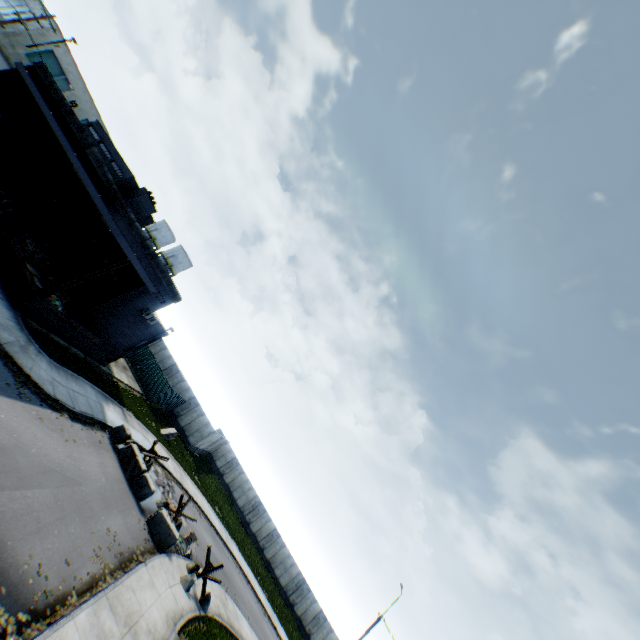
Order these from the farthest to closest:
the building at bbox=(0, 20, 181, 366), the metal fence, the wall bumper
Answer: the metal fence, the building at bbox=(0, 20, 181, 366), the wall bumper

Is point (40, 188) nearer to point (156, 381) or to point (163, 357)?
point (156, 381)

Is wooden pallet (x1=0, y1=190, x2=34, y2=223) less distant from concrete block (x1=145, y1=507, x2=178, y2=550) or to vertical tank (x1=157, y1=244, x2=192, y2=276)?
concrete block (x1=145, y1=507, x2=178, y2=550)

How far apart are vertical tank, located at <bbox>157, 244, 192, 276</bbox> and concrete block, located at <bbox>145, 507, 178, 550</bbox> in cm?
4162

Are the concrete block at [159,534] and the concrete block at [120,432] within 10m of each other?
yes

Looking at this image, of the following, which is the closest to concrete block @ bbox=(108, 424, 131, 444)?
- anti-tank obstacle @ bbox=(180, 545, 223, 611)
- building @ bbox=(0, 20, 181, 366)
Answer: building @ bbox=(0, 20, 181, 366)

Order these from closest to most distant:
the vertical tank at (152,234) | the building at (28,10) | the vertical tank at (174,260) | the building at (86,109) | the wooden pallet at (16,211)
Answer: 1. the building at (86,109)
2. the wooden pallet at (16,211)
3. the building at (28,10)
4. the vertical tank at (174,260)
5. the vertical tank at (152,234)

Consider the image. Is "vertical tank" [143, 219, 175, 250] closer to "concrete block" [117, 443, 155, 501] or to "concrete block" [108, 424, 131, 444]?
"concrete block" [108, 424, 131, 444]
